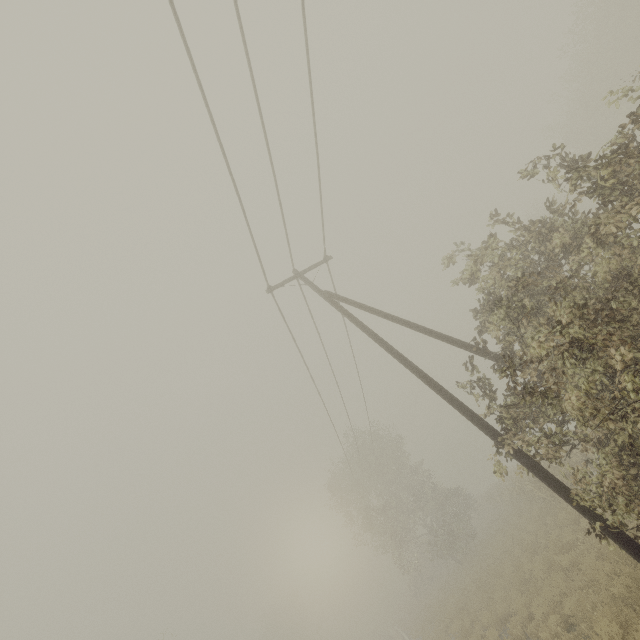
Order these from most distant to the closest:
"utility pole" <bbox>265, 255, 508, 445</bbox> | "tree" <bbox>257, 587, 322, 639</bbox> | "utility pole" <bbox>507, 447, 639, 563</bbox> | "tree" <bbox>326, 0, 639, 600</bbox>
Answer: "tree" <bbox>257, 587, 322, 639</bbox>
"utility pole" <bbox>265, 255, 508, 445</bbox>
"utility pole" <bbox>507, 447, 639, 563</bbox>
"tree" <bbox>326, 0, 639, 600</bbox>

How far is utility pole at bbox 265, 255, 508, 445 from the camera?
7.7m

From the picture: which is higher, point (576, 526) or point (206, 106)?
point (206, 106)

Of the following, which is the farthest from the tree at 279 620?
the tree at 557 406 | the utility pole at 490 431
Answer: the utility pole at 490 431

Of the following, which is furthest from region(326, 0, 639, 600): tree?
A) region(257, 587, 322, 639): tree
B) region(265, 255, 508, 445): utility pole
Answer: region(265, 255, 508, 445): utility pole

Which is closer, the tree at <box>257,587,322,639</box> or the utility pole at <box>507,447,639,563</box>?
the utility pole at <box>507,447,639,563</box>

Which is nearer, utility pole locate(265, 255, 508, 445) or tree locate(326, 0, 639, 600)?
tree locate(326, 0, 639, 600)

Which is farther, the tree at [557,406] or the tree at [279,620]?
the tree at [279,620]
